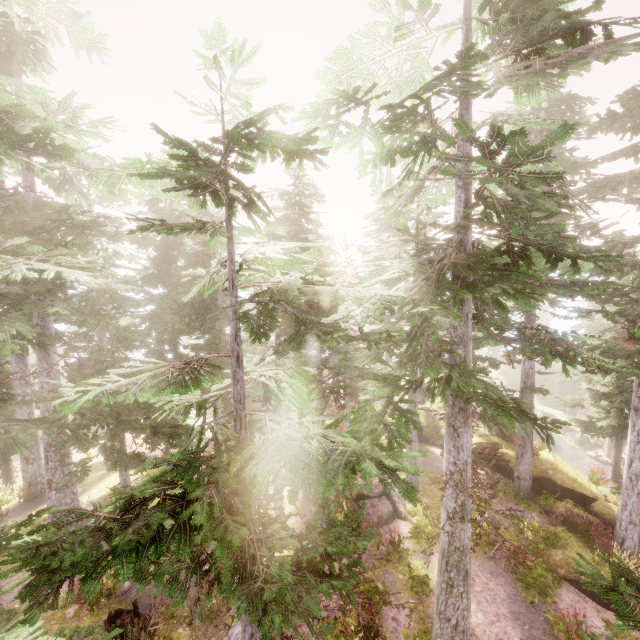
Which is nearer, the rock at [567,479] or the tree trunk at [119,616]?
the tree trunk at [119,616]

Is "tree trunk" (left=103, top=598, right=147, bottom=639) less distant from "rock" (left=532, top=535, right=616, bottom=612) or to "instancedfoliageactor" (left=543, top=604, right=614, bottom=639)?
"instancedfoliageactor" (left=543, top=604, right=614, bottom=639)

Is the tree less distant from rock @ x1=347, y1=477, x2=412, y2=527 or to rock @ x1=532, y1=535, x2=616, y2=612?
rock @ x1=347, y1=477, x2=412, y2=527

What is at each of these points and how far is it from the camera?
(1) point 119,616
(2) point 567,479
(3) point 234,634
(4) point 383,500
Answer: (1) tree trunk, 10.5m
(2) rock, 18.5m
(3) tree, 8.9m
(4) rock, 15.9m

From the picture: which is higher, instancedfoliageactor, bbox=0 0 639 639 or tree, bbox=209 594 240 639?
instancedfoliageactor, bbox=0 0 639 639

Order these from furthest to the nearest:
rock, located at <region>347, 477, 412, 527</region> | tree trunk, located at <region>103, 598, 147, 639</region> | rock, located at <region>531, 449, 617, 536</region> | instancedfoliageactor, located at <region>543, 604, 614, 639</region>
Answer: rock, located at <region>531, 449, 617, 536</region> → rock, located at <region>347, 477, 412, 527</region> → tree trunk, located at <region>103, 598, 147, 639</region> → instancedfoliageactor, located at <region>543, 604, 614, 639</region>

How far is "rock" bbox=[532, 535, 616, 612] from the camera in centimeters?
1246cm

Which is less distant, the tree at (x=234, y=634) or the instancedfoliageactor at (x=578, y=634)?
the instancedfoliageactor at (x=578, y=634)
